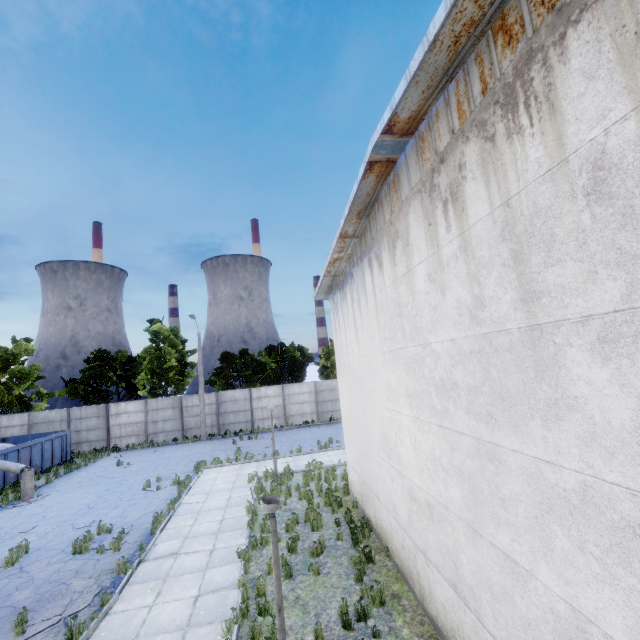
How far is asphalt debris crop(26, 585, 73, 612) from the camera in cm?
782

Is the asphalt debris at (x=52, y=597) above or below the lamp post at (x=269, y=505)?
below

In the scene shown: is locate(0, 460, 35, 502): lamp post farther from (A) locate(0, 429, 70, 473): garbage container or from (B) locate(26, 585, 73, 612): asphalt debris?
(B) locate(26, 585, 73, 612): asphalt debris

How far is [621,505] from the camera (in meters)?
2.56

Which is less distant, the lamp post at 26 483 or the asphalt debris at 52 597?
the asphalt debris at 52 597

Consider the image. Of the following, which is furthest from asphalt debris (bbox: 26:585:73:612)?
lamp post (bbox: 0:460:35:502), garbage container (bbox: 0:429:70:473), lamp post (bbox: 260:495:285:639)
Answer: lamp post (bbox: 0:460:35:502)

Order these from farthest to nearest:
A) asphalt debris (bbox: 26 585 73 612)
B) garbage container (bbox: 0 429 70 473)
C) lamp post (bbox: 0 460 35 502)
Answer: garbage container (bbox: 0 429 70 473), lamp post (bbox: 0 460 35 502), asphalt debris (bbox: 26 585 73 612)

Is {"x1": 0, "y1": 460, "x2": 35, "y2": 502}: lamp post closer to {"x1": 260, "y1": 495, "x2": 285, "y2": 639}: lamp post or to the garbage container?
the garbage container
